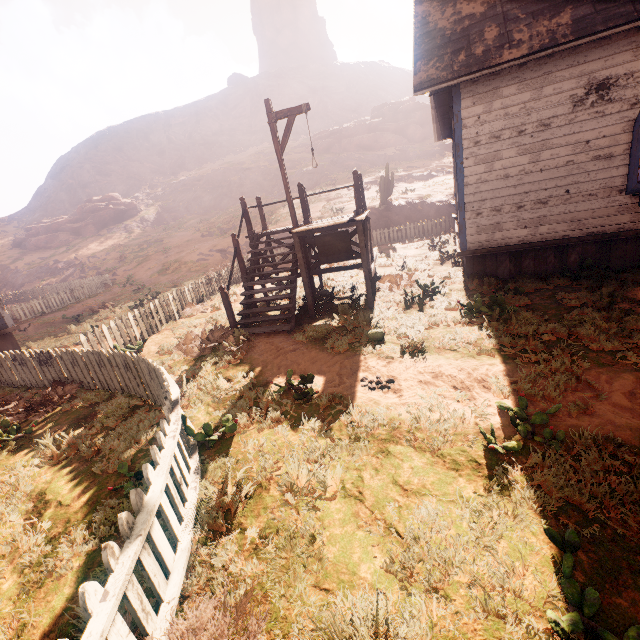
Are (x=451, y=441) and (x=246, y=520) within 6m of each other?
yes

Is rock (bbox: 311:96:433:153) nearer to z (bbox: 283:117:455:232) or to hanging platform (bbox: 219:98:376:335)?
z (bbox: 283:117:455:232)

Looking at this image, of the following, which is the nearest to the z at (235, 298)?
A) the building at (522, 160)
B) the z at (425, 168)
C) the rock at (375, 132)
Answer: the building at (522, 160)

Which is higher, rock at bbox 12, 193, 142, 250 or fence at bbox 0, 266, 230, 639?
rock at bbox 12, 193, 142, 250

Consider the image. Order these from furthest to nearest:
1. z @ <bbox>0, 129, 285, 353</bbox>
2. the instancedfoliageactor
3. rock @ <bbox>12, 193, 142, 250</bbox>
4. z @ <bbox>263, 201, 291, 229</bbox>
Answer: rock @ <bbox>12, 193, 142, 250</bbox> < z @ <bbox>263, 201, 291, 229</bbox> < the instancedfoliageactor < z @ <bbox>0, 129, 285, 353</bbox>

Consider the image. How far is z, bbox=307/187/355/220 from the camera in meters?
25.1

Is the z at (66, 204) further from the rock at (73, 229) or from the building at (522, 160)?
the rock at (73, 229)

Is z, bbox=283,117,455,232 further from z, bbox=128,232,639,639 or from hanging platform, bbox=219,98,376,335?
hanging platform, bbox=219,98,376,335
